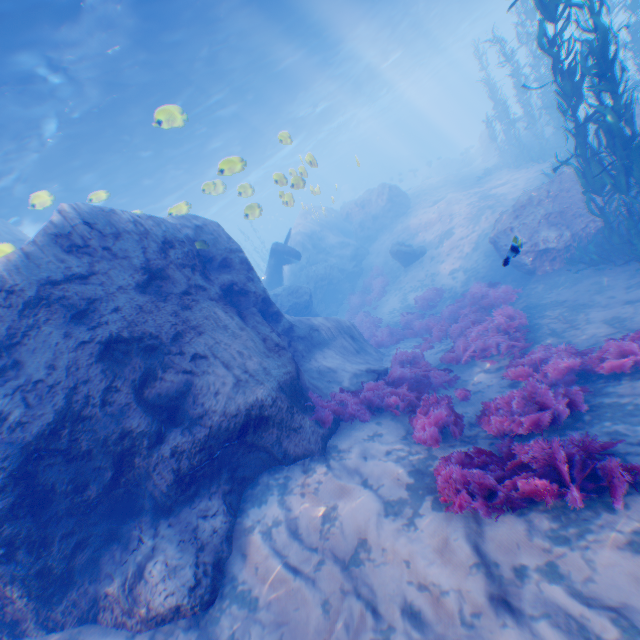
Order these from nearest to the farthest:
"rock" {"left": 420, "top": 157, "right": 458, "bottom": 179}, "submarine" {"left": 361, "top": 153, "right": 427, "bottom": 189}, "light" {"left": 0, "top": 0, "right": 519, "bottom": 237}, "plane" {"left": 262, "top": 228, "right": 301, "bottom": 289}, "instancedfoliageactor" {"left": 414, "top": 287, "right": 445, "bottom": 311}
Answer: "light" {"left": 0, "top": 0, "right": 519, "bottom": 237} → "instancedfoliageactor" {"left": 414, "top": 287, "right": 445, "bottom": 311} → "plane" {"left": 262, "top": 228, "right": 301, "bottom": 289} → "rock" {"left": 420, "top": 157, "right": 458, "bottom": 179} → "submarine" {"left": 361, "top": 153, "right": 427, "bottom": 189}

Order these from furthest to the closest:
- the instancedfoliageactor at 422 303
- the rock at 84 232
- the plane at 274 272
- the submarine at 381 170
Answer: the submarine at 381 170 < the plane at 274 272 < the instancedfoliageactor at 422 303 < the rock at 84 232

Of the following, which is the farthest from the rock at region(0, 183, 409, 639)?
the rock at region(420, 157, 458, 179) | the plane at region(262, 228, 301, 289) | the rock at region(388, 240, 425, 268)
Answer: the rock at region(420, 157, 458, 179)

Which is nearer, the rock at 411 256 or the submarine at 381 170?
the rock at 411 256

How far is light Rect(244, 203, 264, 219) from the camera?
10.4m

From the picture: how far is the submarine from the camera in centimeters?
5459cm

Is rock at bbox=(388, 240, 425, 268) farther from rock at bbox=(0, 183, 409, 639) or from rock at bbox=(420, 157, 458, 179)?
rock at bbox=(420, 157, 458, 179)

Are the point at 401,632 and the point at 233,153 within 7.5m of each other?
no
